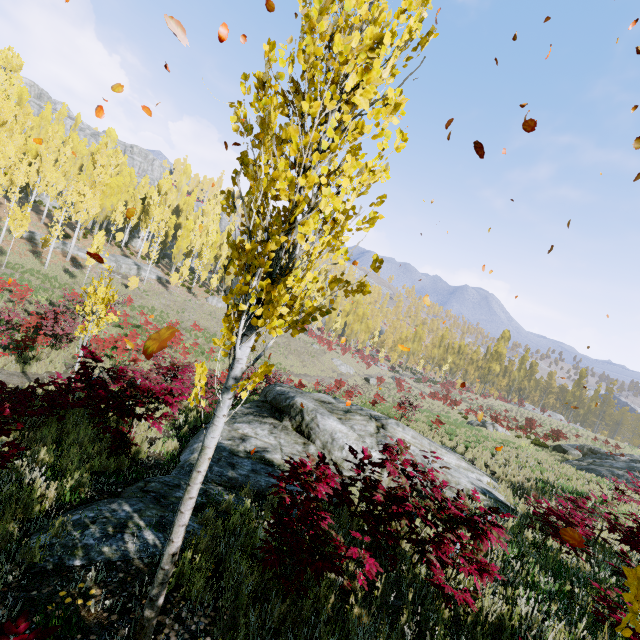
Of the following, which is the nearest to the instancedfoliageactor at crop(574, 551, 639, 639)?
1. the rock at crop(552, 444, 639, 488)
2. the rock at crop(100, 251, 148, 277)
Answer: the rock at crop(100, 251, 148, 277)

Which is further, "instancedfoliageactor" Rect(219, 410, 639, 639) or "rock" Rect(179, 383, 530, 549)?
"rock" Rect(179, 383, 530, 549)

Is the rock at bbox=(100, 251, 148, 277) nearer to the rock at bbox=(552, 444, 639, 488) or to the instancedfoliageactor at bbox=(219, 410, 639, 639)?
the instancedfoliageactor at bbox=(219, 410, 639, 639)

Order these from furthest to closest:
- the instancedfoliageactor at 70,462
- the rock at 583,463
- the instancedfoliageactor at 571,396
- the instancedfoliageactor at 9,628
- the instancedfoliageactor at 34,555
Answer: the instancedfoliageactor at 571,396, the rock at 583,463, the instancedfoliageactor at 34,555, the instancedfoliageactor at 70,462, the instancedfoliageactor at 9,628

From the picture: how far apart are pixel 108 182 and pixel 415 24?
50.4 meters

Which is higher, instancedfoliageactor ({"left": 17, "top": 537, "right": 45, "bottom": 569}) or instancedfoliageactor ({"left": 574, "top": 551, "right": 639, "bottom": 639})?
Result: instancedfoliageactor ({"left": 574, "top": 551, "right": 639, "bottom": 639})

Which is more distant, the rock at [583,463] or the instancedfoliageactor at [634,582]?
the rock at [583,463]
